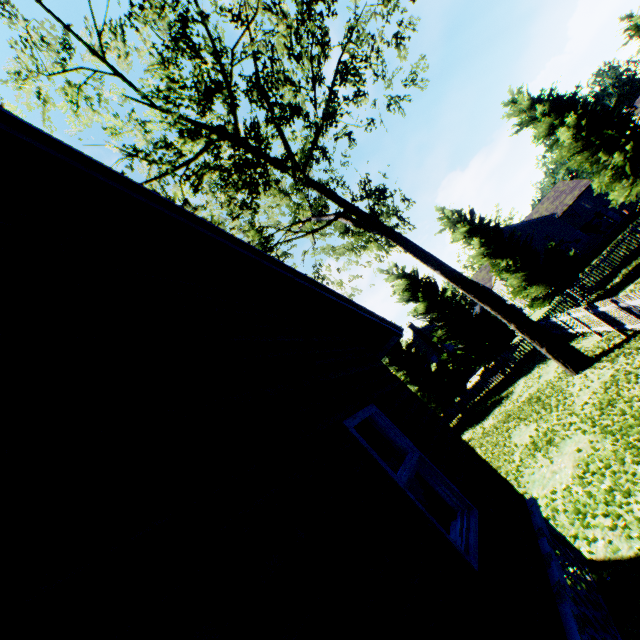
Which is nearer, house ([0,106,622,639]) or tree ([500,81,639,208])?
house ([0,106,622,639])

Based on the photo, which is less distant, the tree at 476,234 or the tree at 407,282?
→ the tree at 407,282

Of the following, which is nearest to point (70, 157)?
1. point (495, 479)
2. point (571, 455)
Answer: point (495, 479)

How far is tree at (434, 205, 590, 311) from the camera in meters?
22.4

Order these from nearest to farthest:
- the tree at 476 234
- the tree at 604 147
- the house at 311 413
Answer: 1. the house at 311 413
2. the tree at 604 147
3. the tree at 476 234

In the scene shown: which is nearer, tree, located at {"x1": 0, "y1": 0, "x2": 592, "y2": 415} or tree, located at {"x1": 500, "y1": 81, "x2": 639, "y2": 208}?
tree, located at {"x1": 0, "y1": 0, "x2": 592, "y2": 415}

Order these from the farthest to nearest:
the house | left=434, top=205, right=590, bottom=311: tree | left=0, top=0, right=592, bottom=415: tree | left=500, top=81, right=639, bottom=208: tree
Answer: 1. left=434, top=205, right=590, bottom=311: tree
2. left=500, top=81, right=639, bottom=208: tree
3. left=0, top=0, right=592, bottom=415: tree
4. the house
